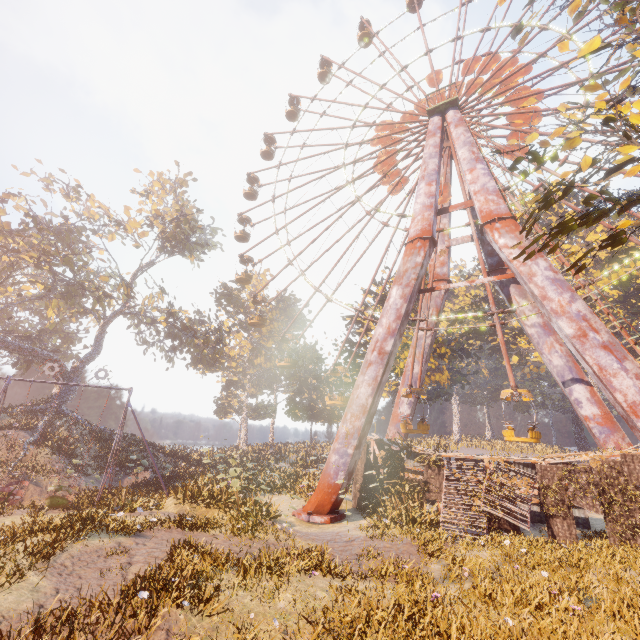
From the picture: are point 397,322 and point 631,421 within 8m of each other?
no

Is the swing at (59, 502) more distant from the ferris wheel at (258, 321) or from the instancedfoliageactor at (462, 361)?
the ferris wheel at (258, 321)

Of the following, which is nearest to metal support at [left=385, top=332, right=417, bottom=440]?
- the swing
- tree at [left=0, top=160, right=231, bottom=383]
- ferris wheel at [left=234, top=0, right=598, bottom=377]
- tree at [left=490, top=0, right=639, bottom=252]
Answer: ferris wheel at [left=234, top=0, right=598, bottom=377]

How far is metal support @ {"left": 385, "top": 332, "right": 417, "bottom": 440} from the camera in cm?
2294

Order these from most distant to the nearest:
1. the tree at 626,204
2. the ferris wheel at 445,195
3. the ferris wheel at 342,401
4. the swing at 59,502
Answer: the ferris wheel at 445,195, the ferris wheel at 342,401, the swing at 59,502, the tree at 626,204

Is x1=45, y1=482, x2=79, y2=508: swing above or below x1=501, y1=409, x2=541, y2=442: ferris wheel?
below

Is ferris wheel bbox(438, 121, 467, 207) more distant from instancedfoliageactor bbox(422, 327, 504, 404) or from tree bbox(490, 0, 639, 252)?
tree bbox(490, 0, 639, 252)

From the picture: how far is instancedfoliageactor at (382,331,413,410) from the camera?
28.28m
